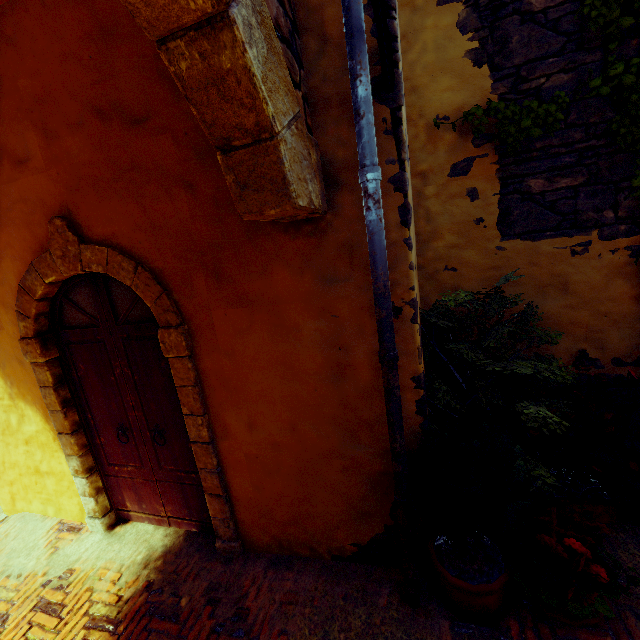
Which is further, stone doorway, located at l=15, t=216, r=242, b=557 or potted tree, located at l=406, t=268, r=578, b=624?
stone doorway, located at l=15, t=216, r=242, b=557

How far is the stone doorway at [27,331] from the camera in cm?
255

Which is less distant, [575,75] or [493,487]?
[493,487]

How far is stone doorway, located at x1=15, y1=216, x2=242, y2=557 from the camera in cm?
255

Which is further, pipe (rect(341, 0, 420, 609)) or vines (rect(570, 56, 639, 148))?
vines (rect(570, 56, 639, 148))

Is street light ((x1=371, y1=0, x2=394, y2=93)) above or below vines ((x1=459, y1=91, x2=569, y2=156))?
above

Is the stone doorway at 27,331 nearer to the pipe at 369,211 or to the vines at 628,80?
the pipe at 369,211

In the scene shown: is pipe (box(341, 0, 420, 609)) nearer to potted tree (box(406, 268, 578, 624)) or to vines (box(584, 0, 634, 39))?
potted tree (box(406, 268, 578, 624))
